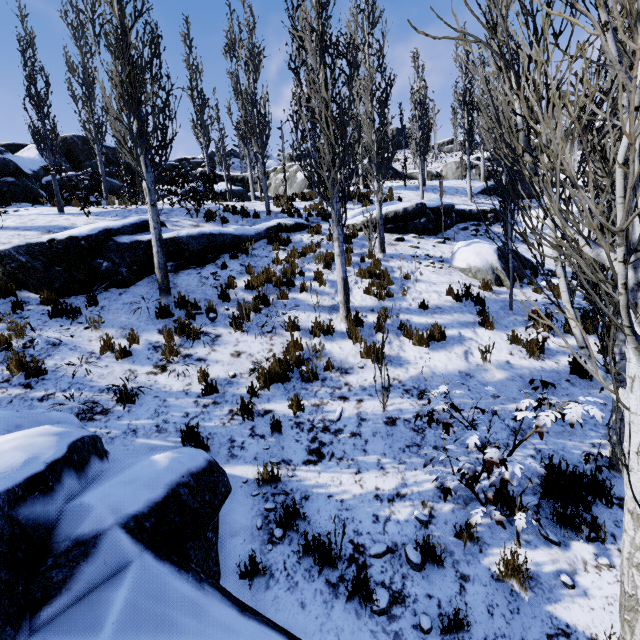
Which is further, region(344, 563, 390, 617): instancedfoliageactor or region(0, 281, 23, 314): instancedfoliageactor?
region(0, 281, 23, 314): instancedfoliageactor

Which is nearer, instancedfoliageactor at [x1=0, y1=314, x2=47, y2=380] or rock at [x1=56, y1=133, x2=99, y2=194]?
instancedfoliageactor at [x1=0, y1=314, x2=47, y2=380]

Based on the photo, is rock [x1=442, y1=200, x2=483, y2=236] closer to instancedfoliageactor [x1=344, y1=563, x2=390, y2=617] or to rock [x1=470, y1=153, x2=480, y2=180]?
instancedfoliageactor [x1=344, y1=563, x2=390, y2=617]

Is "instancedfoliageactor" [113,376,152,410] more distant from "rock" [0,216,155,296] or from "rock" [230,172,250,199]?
"rock" [230,172,250,199]

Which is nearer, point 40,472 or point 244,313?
point 40,472

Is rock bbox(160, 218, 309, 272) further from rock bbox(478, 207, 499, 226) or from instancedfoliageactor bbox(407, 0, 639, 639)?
rock bbox(478, 207, 499, 226)

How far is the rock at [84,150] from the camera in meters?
19.6 m

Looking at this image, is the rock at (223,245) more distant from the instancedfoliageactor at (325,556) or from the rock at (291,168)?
the rock at (291,168)
